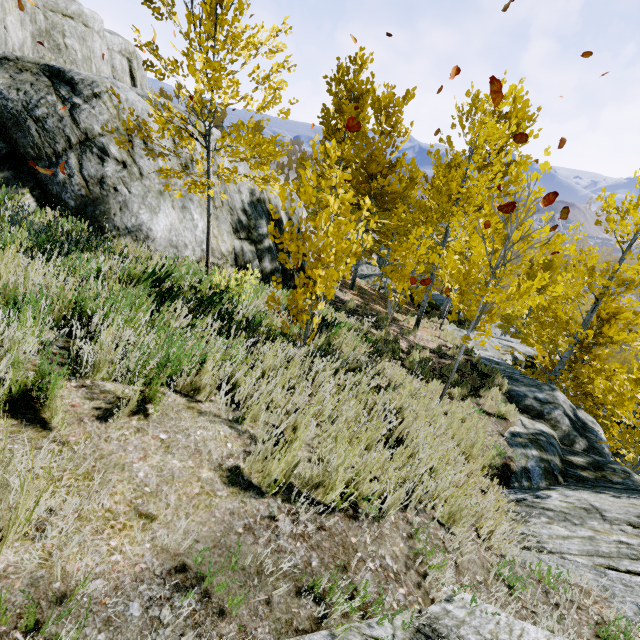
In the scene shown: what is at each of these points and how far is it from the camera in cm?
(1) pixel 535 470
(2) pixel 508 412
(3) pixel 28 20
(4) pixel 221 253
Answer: (1) rock, 621
(2) instancedfoliageactor, 791
(3) rock, 1612
(4) rock, 722

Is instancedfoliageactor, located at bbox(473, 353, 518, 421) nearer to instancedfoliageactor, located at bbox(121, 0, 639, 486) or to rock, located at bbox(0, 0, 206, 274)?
instancedfoliageactor, located at bbox(121, 0, 639, 486)

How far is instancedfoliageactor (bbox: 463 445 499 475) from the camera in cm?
458

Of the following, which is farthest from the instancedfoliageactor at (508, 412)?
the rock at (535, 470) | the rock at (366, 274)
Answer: the rock at (366, 274)

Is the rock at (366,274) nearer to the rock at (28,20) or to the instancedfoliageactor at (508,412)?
the rock at (28,20)

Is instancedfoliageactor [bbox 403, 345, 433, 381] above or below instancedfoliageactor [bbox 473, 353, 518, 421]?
above

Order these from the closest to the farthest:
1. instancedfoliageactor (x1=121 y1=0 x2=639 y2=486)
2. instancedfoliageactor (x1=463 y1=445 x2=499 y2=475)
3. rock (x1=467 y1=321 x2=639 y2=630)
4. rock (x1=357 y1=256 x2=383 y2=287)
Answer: rock (x1=467 y1=321 x2=639 y2=630)
instancedfoliageactor (x1=121 y1=0 x2=639 y2=486)
instancedfoliageactor (x1=463 y1=445 x2=499 y2=475)
rock (x1=357 y1=256 x2=383 y2=287)

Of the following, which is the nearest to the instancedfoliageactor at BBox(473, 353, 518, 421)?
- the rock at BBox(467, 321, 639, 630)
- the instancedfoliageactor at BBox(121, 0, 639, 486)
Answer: the rock at BBox(467, 321, 639, 630)
